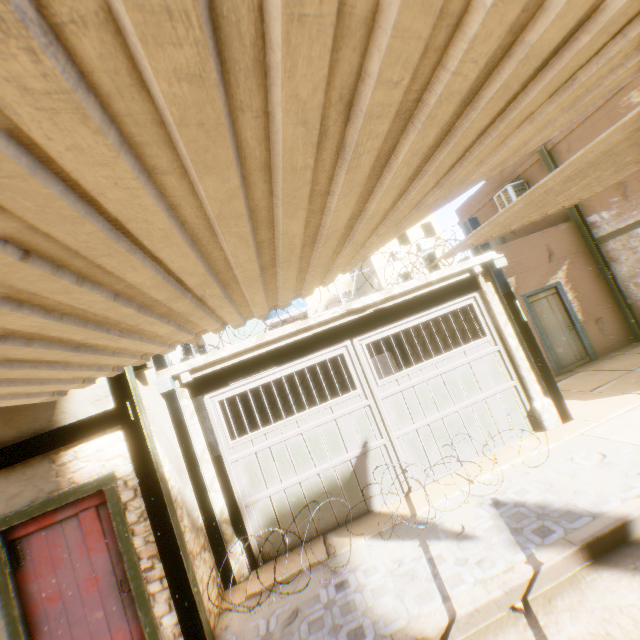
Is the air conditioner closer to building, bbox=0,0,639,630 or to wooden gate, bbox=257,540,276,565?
building, bbox=0,0,639,630

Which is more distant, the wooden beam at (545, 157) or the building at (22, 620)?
the wooden beam at (545, 157)

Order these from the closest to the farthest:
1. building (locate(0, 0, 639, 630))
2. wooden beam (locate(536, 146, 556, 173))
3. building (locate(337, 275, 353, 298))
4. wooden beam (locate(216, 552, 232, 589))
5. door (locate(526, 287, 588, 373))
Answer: building (locate(0, 0, 639, 630)) → wooden beam (locate(216, 552, 232, 589)) → door (locate(526, 287, 588, 373)) → wooden beam (locate(536, 146, 556, 173)) → building (locate(337, 275, 353, 298))

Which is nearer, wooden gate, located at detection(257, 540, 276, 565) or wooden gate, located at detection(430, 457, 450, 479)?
wooden gate, located at detection(257, 540, 276, 565)

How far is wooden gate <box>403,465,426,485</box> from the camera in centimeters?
597cm

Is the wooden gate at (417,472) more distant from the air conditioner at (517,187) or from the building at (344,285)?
the air conditioner at (517,187)

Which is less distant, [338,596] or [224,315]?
[224,315]
